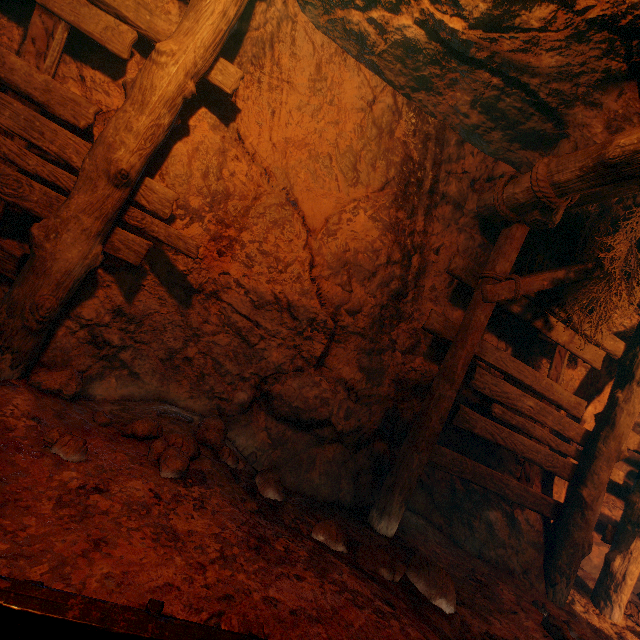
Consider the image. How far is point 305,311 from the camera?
3.5 meters

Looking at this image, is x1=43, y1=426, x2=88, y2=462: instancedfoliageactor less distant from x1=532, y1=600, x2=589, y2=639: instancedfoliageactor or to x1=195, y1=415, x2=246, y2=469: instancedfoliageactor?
x1=195, y1=415, x2=246, y2=469: instancedfoliageactor

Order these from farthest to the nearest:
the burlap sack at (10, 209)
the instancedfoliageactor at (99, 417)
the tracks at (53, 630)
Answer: the instancedfoliageactor at (99, 417) → the burlap sack at (10, 209) → the tracks at (53, 630)

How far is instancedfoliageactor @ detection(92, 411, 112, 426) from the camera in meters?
2.6

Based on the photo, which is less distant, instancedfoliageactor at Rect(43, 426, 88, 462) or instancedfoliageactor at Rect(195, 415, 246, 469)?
instancedfoliageactor at Rect(43, 426, 88, 462)

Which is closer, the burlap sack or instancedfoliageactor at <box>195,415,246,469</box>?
the burlap sack

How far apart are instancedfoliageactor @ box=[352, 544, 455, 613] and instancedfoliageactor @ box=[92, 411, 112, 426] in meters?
1.9 m

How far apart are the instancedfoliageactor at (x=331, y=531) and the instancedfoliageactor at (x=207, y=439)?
0.9 meters
